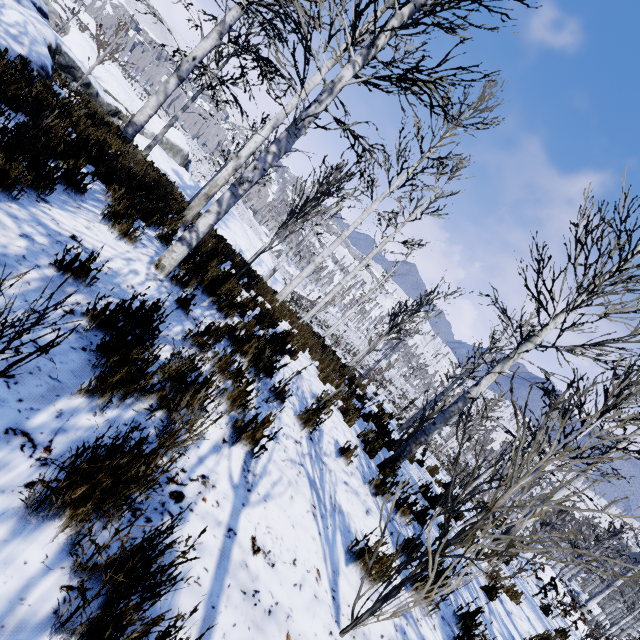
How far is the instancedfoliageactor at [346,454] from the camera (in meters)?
4.33

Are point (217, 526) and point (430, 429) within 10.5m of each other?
yes

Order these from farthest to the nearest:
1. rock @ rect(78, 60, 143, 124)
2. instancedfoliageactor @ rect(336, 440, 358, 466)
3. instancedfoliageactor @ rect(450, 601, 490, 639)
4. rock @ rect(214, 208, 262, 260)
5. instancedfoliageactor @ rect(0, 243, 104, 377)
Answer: rock @ rect(214, 208, 262, 260) → rock @ rect(78, 60, 143, 124) → instancedfoliageactor @ rect(336, 440, 358, 466) → instancedfoliageactor @ rect(450, 601, 490, 639) → instancedfoliageactor @ rect(0, 243, 104, 377)

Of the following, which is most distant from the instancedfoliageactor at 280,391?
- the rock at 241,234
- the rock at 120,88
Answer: the rock at 120,88

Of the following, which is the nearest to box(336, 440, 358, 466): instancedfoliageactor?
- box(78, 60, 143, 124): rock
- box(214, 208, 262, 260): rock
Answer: box(214, 208, 262, 260): rock

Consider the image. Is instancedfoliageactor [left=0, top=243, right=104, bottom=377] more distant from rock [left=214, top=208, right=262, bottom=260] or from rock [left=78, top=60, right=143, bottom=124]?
rock [left=78, top=60, right=143, bottom=124]
